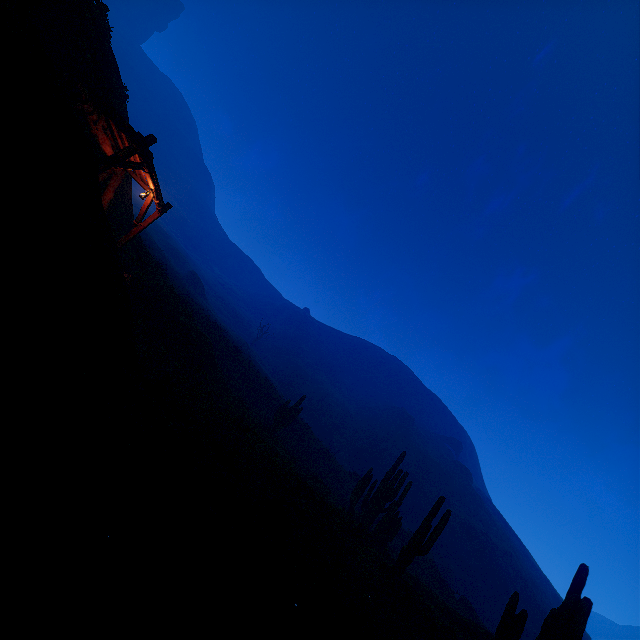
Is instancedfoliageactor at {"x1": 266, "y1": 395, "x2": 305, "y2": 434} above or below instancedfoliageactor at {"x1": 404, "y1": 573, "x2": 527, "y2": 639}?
above

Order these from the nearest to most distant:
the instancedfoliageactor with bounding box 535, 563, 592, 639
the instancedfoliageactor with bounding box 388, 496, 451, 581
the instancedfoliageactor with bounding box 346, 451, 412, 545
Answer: the instancedfoliageactor with bounding box 535, 563, 592, 639 < the instancedfoliageactor with bounding box 388, 496, 451, 581 < the instancedfoliageactor with bounding box 346, 451, 412, 545

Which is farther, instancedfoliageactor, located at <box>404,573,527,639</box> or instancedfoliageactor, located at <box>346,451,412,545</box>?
instancedfoliageactor, located at <box>346,451,412,545</box>

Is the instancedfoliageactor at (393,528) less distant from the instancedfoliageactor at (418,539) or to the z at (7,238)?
the z at (7,238)

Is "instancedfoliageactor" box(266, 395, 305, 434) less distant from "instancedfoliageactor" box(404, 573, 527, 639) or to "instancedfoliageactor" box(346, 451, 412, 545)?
"instancedfoliageactor" box(346, 451, 412, 545)

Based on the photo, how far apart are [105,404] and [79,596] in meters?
2.6 m

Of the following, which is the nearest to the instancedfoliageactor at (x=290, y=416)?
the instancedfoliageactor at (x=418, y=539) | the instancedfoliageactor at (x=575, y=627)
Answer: the instancedfoliageactor at (x=418, y=539)

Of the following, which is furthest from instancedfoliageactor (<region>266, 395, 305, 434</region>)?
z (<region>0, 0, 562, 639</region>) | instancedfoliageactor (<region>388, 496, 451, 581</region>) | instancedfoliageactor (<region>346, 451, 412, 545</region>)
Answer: instancedfoliageactor (<region>388, 496, 451, 581</region>)
